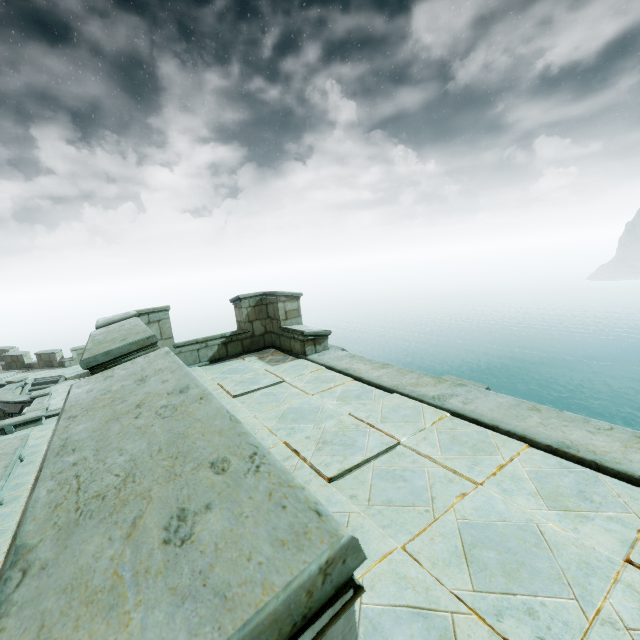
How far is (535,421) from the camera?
3.32m
